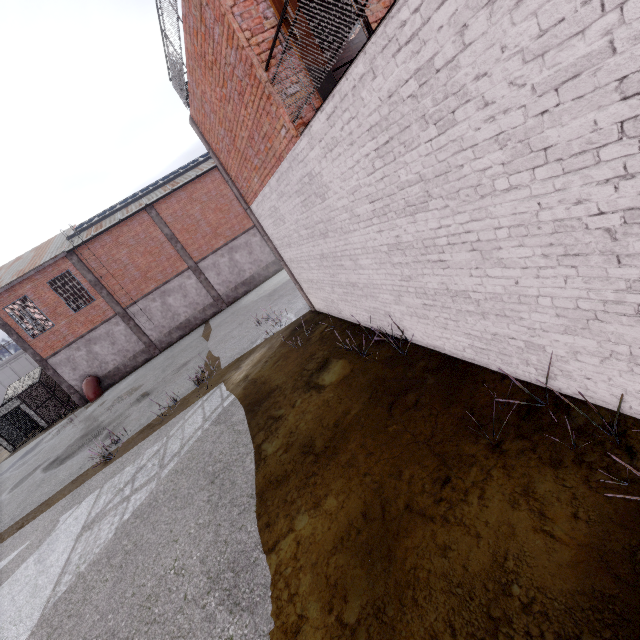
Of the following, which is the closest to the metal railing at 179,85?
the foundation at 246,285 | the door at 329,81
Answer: the door at 329,81

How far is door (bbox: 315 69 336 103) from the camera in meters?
4.6 m

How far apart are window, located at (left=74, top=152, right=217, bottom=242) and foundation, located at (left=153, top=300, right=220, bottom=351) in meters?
9.2

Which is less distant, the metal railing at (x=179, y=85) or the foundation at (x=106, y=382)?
the metal railing at (x=179, y=85)

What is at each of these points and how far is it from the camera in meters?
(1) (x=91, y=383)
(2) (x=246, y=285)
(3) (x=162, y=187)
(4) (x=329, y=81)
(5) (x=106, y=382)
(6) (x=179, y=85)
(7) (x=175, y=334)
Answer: (1) pipe, 22.2 m
(2) foundation, 25.8 m
(3) window, 24.3 m
(4) door, 5.0 m
(5) foundation, 23.4 m
(6) metal railing, 8.9 m
(7) foundation, 24.5 m

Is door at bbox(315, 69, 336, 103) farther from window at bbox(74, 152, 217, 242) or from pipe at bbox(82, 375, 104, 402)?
pipe at bbox(82, 375, 104, 402)

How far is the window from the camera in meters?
21.9 m

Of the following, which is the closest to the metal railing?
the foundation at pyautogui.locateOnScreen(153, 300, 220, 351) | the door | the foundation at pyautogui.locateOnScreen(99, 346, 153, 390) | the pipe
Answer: the door
